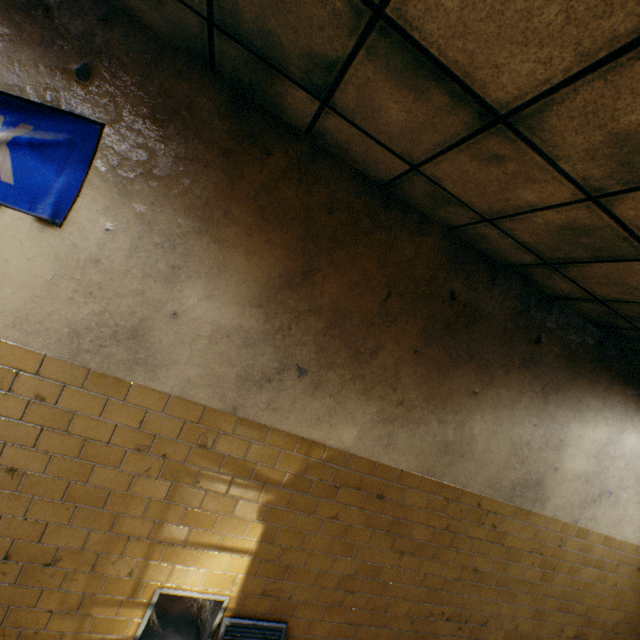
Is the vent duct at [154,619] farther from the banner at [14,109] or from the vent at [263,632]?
the banner at [14,109]

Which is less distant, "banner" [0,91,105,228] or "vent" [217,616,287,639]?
"banner" [0,91,105,228]

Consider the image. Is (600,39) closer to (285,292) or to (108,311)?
(285,292)

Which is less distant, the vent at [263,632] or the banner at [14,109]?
the banner at [14,109]

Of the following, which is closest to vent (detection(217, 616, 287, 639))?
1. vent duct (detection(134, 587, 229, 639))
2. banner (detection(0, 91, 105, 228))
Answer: vent duct (detection(134, 587, 229, 639))

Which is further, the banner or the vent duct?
the vent duct

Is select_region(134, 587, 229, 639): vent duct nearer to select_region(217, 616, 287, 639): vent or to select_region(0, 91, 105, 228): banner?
select_region(217, 616, 287, 639): vent
